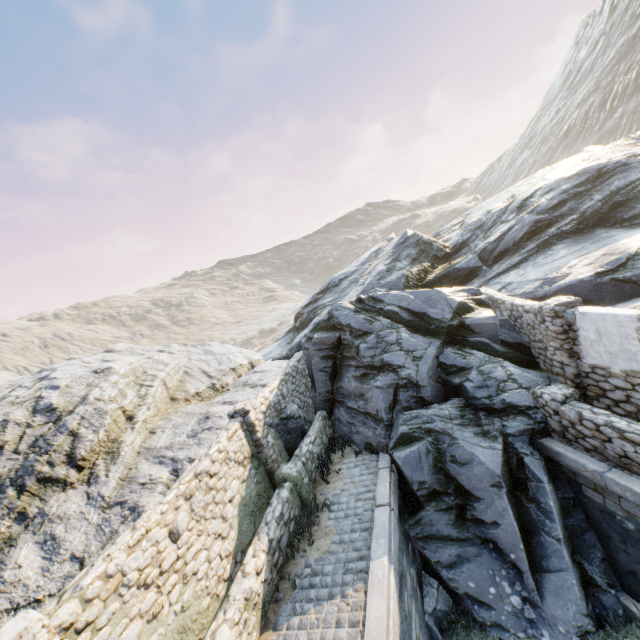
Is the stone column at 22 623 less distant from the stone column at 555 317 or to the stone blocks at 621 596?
the stone blocks at 621 596

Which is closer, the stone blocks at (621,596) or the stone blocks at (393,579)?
the stone blocks at (393,579)

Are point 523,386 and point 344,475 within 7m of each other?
yes

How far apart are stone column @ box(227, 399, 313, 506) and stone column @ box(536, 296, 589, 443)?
6.5m

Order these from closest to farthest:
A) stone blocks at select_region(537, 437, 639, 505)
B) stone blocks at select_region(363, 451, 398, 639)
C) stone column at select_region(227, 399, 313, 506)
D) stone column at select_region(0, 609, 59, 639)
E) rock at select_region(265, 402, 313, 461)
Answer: stone column at select_region(0, 609, 59, 639) < stone blocks at select_region(363, 451, 398, 639) < stone blocks at select_region(537, 437, 639, 505) < stone column at select_region(227, 399, 313, 506) < rock at select_region(265, 402, 313, 461)

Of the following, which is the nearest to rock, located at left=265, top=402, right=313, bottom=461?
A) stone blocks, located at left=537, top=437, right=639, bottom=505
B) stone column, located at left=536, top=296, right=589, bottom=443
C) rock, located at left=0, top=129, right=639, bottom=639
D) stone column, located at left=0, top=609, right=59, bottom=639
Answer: stone blocks, located at left=537, top=437, right=639, bottom=505

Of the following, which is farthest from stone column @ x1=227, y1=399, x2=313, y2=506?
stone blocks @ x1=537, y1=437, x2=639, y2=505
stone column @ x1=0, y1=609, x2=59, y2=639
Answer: stone column @ x1=0, y1=609, x2=59, y2=639

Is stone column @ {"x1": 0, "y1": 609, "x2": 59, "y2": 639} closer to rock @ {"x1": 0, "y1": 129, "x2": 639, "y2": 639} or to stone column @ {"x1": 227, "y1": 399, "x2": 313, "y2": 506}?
stone column @ {"x1": 227, "y1": 399, "x2": 313, "y2": 506}
